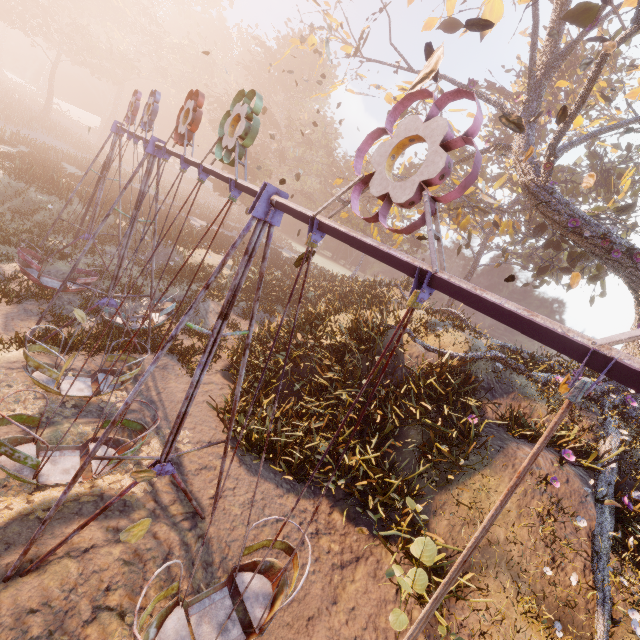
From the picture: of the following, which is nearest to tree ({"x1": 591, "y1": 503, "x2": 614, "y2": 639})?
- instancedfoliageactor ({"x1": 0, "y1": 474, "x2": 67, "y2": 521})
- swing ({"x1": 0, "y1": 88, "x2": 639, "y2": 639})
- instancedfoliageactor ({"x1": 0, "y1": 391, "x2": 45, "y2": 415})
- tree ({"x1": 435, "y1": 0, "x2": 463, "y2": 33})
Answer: tree ({"x1": 435, "y1": 0, "x2": 463, "y2": 33})

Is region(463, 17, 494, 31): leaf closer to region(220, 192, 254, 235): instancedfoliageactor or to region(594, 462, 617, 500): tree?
region(594, 462, 617, 500): tree

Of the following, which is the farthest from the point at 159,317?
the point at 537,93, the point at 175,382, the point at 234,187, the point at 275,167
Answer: the point at 275,167

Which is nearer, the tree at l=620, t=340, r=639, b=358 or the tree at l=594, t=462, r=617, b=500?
the tree at l=594, t=462, r=617, b=500

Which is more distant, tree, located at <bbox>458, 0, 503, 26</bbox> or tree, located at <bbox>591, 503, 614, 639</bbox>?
tree, located at <bbox>458, 0, 503, 26</bbox>

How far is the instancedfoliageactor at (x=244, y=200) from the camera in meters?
36.1

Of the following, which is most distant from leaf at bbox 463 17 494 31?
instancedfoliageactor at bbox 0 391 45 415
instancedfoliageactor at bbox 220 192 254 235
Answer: instancedfoliageactor at bbox 220 192 254 235

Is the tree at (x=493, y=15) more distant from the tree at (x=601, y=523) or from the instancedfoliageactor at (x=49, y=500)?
the instancedfoliageactor at (x=49, y=500)
